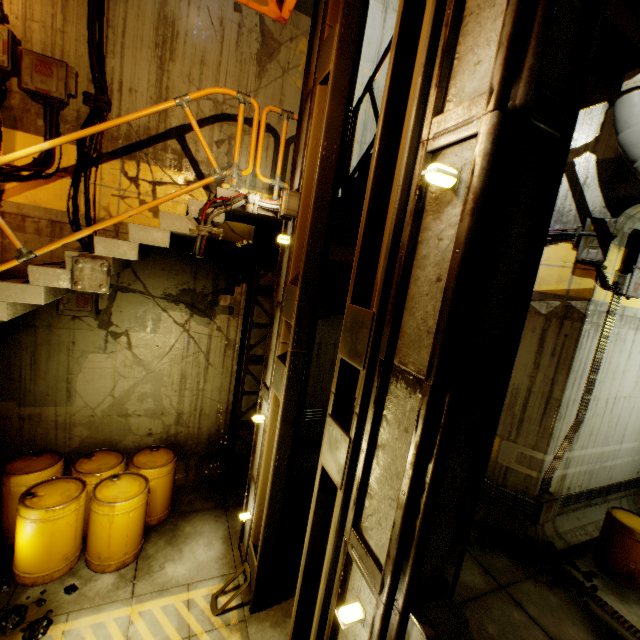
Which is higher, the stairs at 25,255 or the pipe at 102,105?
the pipe at 102,105

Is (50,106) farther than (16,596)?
Yes

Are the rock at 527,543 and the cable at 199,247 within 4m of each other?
no

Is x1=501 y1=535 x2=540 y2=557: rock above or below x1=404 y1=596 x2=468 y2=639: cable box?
below

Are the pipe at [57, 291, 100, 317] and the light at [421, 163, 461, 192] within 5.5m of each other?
no

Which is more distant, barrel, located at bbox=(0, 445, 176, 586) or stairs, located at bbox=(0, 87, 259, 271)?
barrel, located at bbox=(0, 445, 176, 586)

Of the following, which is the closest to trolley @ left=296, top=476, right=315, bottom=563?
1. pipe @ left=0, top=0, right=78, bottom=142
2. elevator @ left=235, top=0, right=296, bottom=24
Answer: pipe @ left=0, top=0, right=78, bottom=142

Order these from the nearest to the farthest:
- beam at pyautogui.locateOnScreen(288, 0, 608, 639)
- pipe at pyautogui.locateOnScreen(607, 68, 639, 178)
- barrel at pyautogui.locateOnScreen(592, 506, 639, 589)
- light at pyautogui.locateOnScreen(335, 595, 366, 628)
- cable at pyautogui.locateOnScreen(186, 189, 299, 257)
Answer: beam at pyautogui.locateOnScreen(288, 0, 608, 639)
light at pyautogui.locateOnScreen(335, 595, 366, 628)
cable at pyautogui.locateOnScreen(186, 189, 299, 257)
pipe at pyautogui.locateOnScreen(607, 68, 639, 178)
barrel at pyautogui.locateOnScreen(592, 506, 639, 589)
